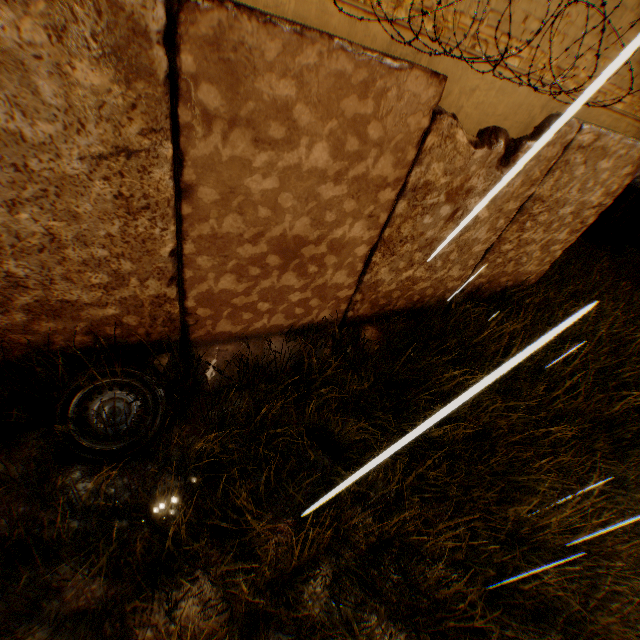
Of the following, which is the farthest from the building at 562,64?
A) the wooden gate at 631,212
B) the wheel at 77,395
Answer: the wheel at 77,395

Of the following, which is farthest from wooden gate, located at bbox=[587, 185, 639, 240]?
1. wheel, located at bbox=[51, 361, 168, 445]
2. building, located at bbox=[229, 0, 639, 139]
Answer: wheel, located at bbox=[51, 361, 168, 445]

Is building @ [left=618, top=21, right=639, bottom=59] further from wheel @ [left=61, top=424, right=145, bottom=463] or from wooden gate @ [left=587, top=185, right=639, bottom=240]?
wheel @ [left=61, top=424, right=145, bottom=463]

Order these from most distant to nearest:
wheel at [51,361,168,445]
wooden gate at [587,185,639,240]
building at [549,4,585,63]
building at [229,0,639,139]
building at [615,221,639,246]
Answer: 1. building at [615,221,639,246]
2. wooden gate at [587,185,639,240]
3. building at [549,4,585,63]
4. building at [229,0,639,139]
5. wheel at [51,361,168,445]

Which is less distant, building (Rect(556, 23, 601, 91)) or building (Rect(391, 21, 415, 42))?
building (Rect(391, 21, 415, 42))

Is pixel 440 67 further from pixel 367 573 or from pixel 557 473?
pixel 367 573

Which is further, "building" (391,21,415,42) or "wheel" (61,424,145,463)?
"building" (391,21,415,42)
